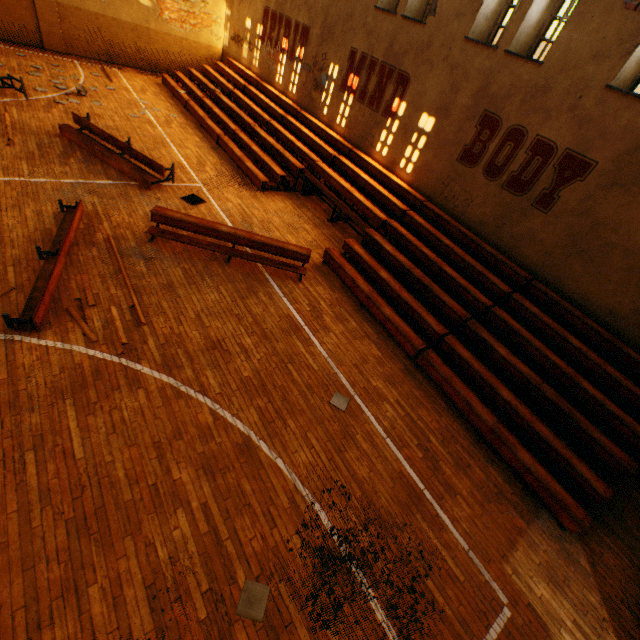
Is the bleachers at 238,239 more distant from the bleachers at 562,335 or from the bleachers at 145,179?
the bleachers at 145,179

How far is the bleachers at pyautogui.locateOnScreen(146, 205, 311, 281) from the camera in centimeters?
784cm

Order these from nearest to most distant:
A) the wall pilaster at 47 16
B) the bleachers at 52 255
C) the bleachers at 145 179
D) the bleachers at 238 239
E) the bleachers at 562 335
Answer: the bleachers at 52 255 < the bleachers at 562 335 < the bleachers at 238 239 < the bleachers at 145 179 < the wall pilaster at 47 16

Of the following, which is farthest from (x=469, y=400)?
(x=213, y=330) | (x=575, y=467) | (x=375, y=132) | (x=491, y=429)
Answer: (x=375, y=132)

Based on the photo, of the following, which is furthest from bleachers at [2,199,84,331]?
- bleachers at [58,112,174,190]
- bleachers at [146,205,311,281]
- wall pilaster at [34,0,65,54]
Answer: wall pilaster at [34,0,65,54]

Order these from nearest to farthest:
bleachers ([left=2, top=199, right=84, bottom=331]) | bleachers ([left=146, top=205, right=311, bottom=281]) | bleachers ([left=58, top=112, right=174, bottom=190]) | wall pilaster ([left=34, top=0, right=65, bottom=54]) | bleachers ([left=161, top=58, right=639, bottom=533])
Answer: bleachers ([left=2, top=199, right=84, bottom=331]), bleachers ([left=161, top=58, right=639, bottom=533]), bleachers ([left=146, top=205, right=311, bottom=281]), bleachers ([left=58, top=112, right=174, bottom=190]), wall pilaster ([left=34, top=0, right=65, bottom=54])

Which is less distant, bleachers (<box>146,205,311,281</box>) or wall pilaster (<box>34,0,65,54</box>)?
bleachers (<box>146,205,311,281</box>)

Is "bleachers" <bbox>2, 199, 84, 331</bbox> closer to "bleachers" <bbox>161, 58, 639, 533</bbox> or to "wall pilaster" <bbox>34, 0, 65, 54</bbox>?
"bleachers" <bbox>161, 58, 639, 533</bbox>
